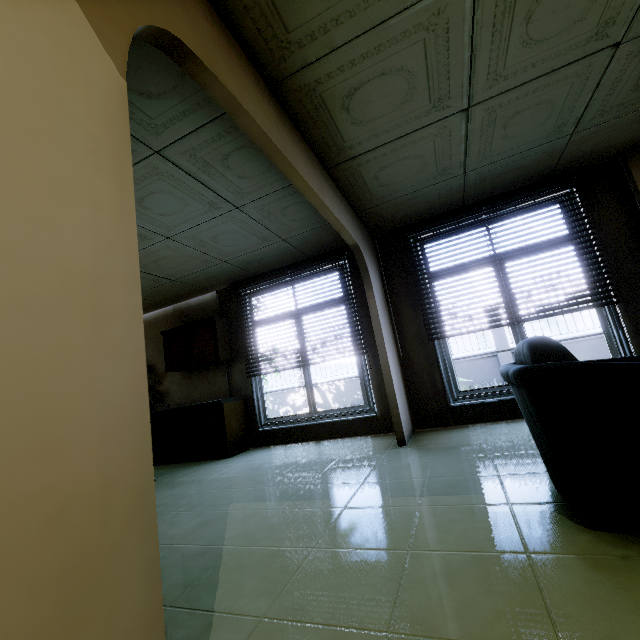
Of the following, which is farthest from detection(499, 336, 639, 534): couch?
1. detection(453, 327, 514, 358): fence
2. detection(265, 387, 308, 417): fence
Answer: detection(265, 387, 308, 417): fence

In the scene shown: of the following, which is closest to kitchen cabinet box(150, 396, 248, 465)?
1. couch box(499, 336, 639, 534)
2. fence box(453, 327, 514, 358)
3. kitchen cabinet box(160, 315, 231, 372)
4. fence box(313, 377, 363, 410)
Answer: kitchen cabinet box(160, 315, 231, 372)

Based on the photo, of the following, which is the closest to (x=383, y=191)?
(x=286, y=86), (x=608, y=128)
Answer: (x=286, y=86)

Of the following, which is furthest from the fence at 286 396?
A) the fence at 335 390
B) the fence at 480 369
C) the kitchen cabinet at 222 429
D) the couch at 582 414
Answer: the couch at 582 414

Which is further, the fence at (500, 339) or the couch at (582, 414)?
the fence at (500, 339)

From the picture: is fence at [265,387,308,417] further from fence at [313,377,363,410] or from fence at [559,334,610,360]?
fence at [559,334,610,360]

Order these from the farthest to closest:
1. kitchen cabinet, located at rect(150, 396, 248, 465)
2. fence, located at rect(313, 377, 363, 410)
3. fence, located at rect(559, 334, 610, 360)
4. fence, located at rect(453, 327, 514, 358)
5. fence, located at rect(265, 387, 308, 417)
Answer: fence, located at rect(265, 387, 308, 417) → fence, located at rect(313, 377, 363, 410) → fence, located at rect(453, 327, 514, 358) → fence, located at rect(559, 334, 610, 360) → kitchen cabinet, located at rect(150, 396, 248, 465)
